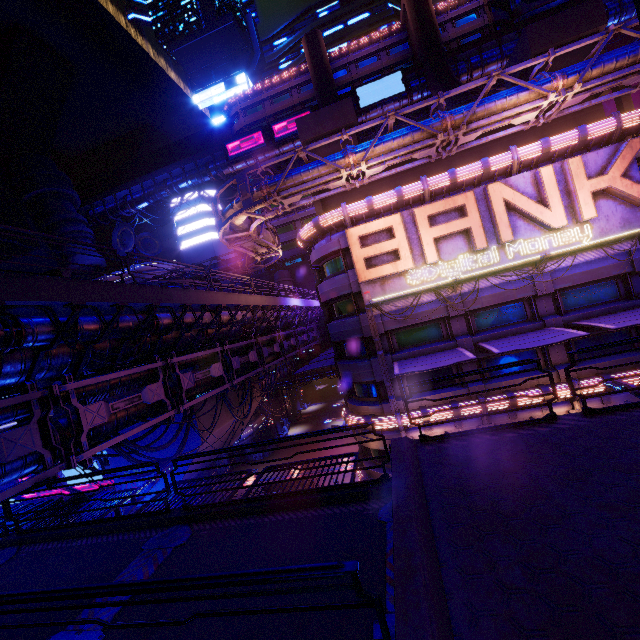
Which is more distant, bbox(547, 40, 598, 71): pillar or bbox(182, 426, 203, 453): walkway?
bbox(182, 426, 203, 453): walkway

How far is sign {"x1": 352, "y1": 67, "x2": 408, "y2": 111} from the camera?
43.9m

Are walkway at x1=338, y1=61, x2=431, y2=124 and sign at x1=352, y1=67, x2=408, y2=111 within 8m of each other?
yes

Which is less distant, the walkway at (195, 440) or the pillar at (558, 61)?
the pillar at (558, 61)

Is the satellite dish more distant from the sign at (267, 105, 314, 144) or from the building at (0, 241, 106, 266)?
the sign at (267, 105, 314, 144)

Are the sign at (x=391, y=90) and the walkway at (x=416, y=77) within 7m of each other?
yes

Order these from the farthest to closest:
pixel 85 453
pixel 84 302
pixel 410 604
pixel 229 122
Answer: pixel 229 122, pixel 85 453, pixel 84 302, pixel 410 604

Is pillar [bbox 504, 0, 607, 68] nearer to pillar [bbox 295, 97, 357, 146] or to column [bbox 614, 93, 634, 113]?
column [bbox 614, 93, 634, 113]
